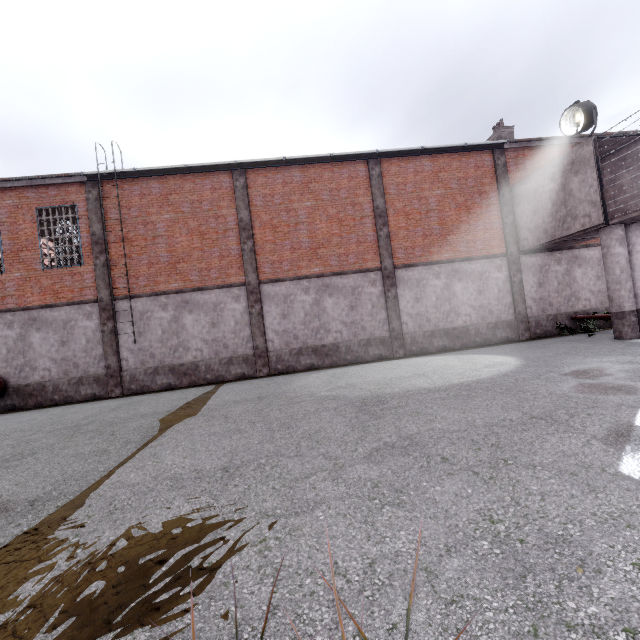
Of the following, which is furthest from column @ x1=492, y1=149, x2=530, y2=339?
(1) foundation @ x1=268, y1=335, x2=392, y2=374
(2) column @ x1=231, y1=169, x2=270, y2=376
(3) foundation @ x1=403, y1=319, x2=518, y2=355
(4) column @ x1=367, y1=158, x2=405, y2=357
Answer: (2) column @ x1=231, y1=169, x2=270, y2=376

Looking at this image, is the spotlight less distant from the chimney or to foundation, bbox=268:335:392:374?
the chimney

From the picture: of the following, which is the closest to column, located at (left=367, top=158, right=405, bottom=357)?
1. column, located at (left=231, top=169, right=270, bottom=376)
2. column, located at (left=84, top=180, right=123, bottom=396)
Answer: column, located at (left=231, top=169, right=270, bottom=376)

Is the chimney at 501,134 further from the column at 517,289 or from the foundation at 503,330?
the foundation at 503,330

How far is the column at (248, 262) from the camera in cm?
1363

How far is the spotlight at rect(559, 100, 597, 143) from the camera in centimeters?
1094cm

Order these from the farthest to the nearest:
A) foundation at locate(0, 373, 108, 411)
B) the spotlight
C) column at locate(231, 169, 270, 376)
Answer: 1. column at locate(231, 169, 270, 376)
2. foundation at locate(0, 373, 108, 411)
3. the spotlight

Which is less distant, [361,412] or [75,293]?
[361,412]
